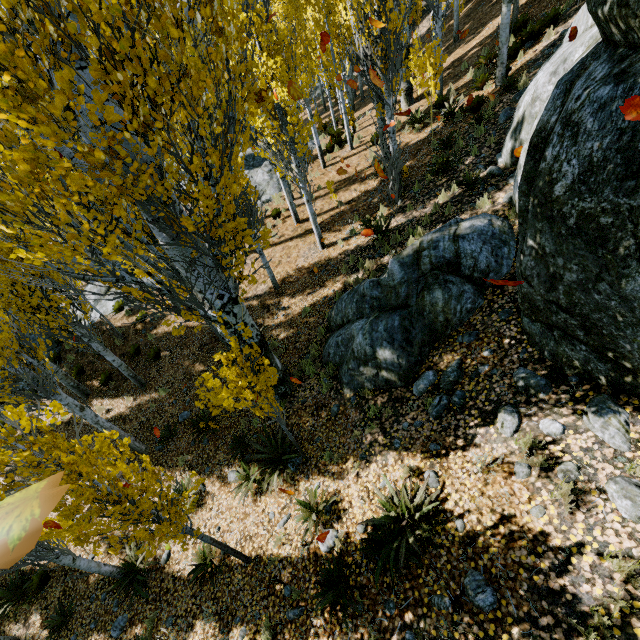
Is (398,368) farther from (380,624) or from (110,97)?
(110,97)

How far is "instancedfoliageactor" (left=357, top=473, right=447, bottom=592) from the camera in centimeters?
420cm

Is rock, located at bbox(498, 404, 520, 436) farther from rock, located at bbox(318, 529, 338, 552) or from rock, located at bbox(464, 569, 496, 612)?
rock, located at bbox(318, 529, 338, 552)

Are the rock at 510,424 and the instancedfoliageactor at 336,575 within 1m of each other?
no

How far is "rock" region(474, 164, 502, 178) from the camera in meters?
8.1

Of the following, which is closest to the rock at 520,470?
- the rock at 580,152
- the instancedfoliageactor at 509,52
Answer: the rock at 580,152

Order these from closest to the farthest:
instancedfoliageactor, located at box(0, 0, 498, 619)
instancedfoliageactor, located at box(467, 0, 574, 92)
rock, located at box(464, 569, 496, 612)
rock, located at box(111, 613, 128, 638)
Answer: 1. instancedfoliageactor, located at box(0, 0, 498, 619)
2. rock, located at box(464, 569, 496, 612)
3. rock, located at box(111, 613, 128, 638)
4. instancedfoliageactor, located at box(467, 0, 574, 92)

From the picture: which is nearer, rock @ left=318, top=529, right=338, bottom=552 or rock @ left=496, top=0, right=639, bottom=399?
rock @ left=496, top=0, right=639, bottom=399
